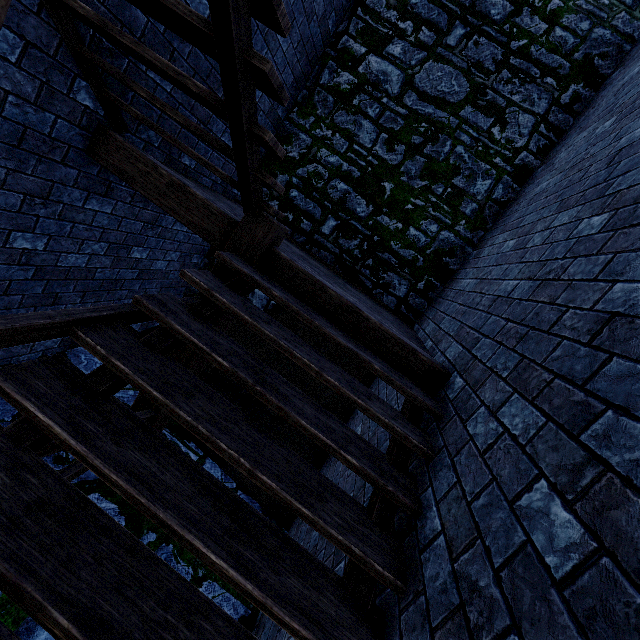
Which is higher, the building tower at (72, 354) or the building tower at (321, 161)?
the building tower at (321, 161)

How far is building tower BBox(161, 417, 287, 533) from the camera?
4.2 meters

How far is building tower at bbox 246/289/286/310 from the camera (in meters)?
6.18

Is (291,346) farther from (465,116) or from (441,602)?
(465,116)

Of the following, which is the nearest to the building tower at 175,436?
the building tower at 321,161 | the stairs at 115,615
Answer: the stairs at 115,615

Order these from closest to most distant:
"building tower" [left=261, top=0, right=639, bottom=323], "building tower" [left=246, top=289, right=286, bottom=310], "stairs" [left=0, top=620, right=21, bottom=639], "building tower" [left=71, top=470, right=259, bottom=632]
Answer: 1. "stairs" [left=0, top=620, right=21, bottom=639]
2. "building tower" [left=71, top=470, right=259, bottom=632]
3. "building tower" [left=261, top=0, right=639, bottom=323]
4. "building tower" [left=246, top=289, right=286, bottom=310]

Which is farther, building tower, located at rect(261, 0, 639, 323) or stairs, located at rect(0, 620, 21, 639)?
building tower, located at rect(261, 0, 639, 323)
